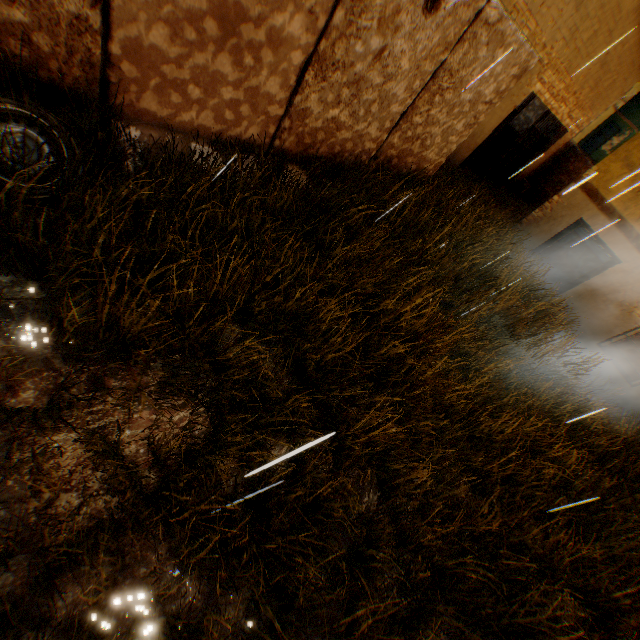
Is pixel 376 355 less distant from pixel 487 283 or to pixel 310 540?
pixel 310 540

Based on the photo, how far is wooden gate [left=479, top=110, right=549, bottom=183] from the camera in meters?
11.6 m

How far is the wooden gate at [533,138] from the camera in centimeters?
1159cm

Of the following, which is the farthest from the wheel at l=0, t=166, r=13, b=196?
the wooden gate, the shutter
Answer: the shutter

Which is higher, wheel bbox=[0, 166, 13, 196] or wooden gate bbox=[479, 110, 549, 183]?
wooden gate bbox=[479, 110, 549, 183]

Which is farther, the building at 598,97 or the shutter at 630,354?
the shutter at 630,354

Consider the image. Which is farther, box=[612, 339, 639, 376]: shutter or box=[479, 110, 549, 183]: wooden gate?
box=[479, 110, 549, 183]: wooden gate

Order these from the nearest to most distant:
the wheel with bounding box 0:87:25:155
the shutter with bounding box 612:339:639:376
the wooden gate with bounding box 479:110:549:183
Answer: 1. the wheel with bounding box 0:87:25:155
2. the shutter with bounding box 612:339:639:376
3. the wooden gate with bounding box 479:110:549:183
